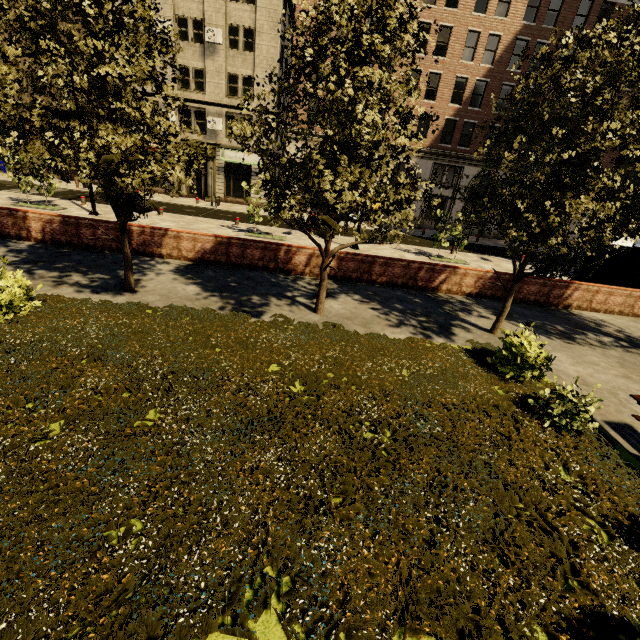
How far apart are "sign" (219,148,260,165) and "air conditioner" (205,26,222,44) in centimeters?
725cm

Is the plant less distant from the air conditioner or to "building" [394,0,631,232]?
"building" [394,0,631,232]

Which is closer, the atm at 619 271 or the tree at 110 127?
the tree at 110 127

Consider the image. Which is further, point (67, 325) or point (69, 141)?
point (69, 141)

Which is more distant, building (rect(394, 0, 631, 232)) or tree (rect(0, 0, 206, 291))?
building (rect(394, 0, 631, 232))

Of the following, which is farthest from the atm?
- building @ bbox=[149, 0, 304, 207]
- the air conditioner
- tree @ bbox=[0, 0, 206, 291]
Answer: the air conditioner

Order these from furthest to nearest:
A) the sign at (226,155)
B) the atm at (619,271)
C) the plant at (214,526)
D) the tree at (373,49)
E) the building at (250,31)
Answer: the sign at (226,155)
the building at (250,31)
the atm at (619,271)
the tree at (373,49)
the plant at (214,526)
